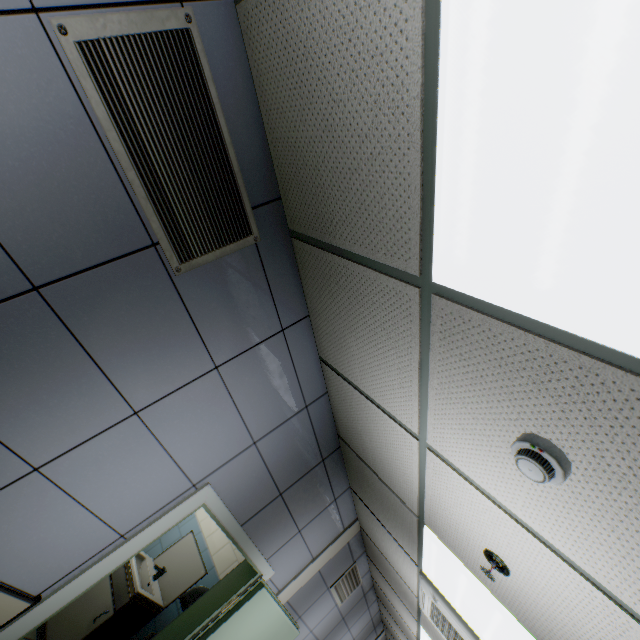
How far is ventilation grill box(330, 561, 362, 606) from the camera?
4.6m

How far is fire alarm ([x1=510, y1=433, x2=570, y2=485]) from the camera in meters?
1.0 m

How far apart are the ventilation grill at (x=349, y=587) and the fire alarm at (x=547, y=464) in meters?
4.7 m

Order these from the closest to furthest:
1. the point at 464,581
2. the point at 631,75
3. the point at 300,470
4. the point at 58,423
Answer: the point at 631,75 → the point at 58,423 → the point at 464,581 → the point at 300,470

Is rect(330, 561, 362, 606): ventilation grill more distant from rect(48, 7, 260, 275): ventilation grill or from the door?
rect(48, 7, 260, 275): ventilation grill

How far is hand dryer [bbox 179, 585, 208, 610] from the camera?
3.2m

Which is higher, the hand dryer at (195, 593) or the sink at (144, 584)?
the hand dryer at (195, 593)

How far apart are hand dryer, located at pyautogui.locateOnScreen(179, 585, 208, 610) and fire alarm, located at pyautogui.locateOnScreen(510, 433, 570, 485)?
3.7 meters
